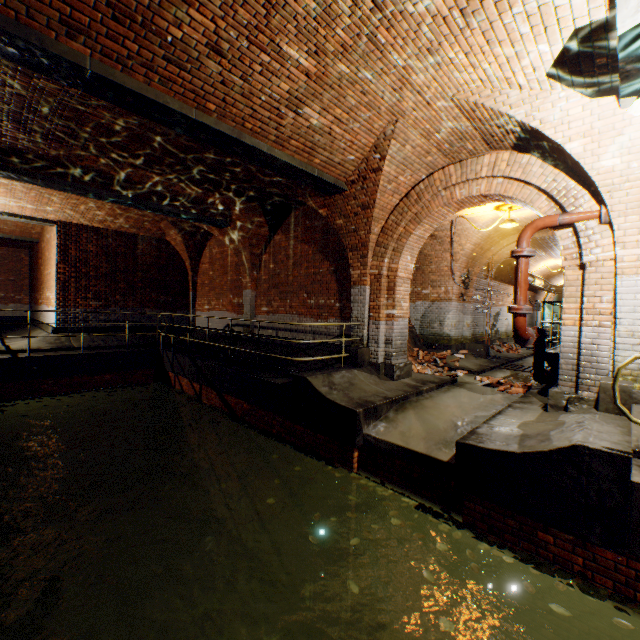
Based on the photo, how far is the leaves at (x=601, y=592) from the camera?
3.3 meters

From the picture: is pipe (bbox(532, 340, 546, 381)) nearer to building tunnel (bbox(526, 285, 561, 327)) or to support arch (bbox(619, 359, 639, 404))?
building tunnel (bbox(526, 285, 561, 327))

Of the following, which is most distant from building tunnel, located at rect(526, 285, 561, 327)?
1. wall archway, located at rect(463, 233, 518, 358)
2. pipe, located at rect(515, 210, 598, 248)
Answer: pipe, located at rect(515, 210, 598, 248)

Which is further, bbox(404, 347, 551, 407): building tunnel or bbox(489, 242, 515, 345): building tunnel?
bbox(489, 242, 515, 345): building tunnel

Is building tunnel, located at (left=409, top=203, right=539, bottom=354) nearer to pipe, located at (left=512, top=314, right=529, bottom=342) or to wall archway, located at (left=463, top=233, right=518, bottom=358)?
wall archway, located at (left=463, top=233, right=518, bottom=358)

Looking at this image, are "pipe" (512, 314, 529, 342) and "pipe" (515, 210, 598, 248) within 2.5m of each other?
yes

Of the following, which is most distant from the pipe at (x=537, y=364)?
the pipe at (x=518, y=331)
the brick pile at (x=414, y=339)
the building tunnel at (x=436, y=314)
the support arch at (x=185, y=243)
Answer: the support arch at (x=185, y=243)

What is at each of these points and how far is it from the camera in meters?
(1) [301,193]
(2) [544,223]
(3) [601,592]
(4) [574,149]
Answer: (1) support arch, 7.9 m
(2) pipe, 5.4 m
(3) leaves, 3.3 m
(4) support arch, 4.6 m
